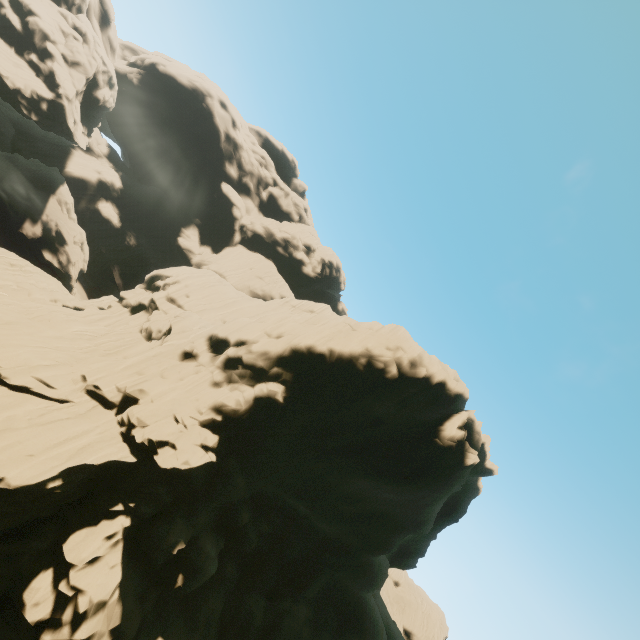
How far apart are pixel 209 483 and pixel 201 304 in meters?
21.5
